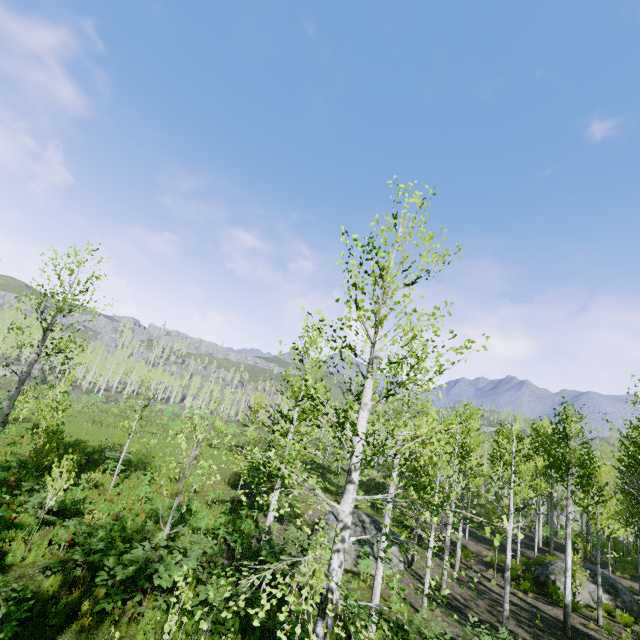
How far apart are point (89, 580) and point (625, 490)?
28.8m

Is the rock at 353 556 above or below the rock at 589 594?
below

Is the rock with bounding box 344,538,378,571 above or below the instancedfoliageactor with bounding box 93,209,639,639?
below

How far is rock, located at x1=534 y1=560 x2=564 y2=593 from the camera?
17.1 meters

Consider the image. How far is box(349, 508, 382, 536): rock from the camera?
18.9 meters

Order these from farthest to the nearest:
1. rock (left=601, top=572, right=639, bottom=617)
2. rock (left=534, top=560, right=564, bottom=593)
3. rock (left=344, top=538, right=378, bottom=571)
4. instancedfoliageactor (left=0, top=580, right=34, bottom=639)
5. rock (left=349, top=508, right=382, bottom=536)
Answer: rock (left=349, top=508, right=382, bottom=536) → rock (left=534, top=560, right=564, bottom=593) → rock (left=344, top=538, right=378, bottom=571) → rock (left=601, top=572, right=639, bottom=617) → instancedfoliageactor (left=0, top=580, right=34, bottom=639)

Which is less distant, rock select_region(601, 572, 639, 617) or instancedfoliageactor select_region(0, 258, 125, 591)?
instancedfoliageactor select_region(0, 258, 125, 591)

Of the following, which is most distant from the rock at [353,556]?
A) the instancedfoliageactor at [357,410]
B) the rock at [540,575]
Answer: the rock at [540,575]
